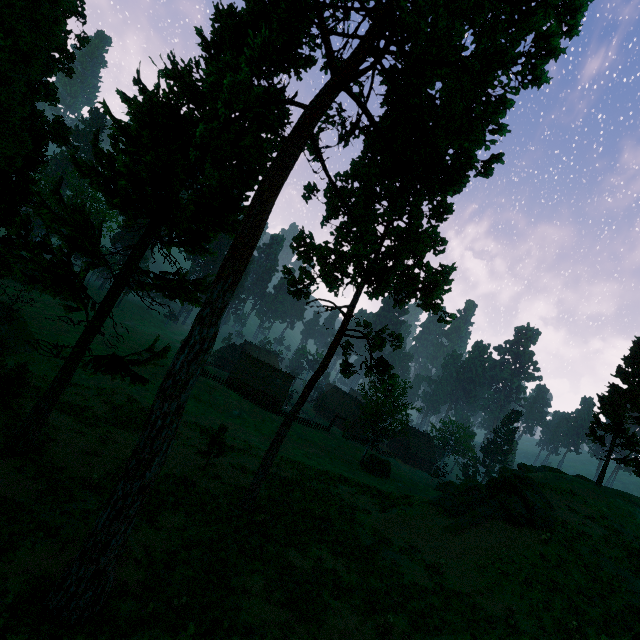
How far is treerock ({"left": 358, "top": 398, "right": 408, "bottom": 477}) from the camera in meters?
42.5

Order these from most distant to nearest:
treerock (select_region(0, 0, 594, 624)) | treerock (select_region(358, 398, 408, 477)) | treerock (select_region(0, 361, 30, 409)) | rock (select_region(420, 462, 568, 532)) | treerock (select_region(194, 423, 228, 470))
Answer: treerock (select_region(358, 398, 408, 477))
treerock (select_region(194, 423, 228, 470))
rock (select_region(420, 462, 568, 532))
treerock (select_region(0, 361, 30, 409))
treerock (select_region(0, 0, 594, 624))

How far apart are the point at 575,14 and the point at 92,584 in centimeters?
2380cm

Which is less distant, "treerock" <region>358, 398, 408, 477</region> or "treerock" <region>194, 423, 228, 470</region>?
"treerock" <region>194, 423, 228, 470</region>

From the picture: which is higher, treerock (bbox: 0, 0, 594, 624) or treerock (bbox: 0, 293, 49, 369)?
treerock (bbox: 0, 0, 594, 624)

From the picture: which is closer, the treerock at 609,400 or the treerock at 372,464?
the treerock at 609,400

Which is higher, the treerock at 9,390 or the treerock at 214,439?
the treerock at 214,439
